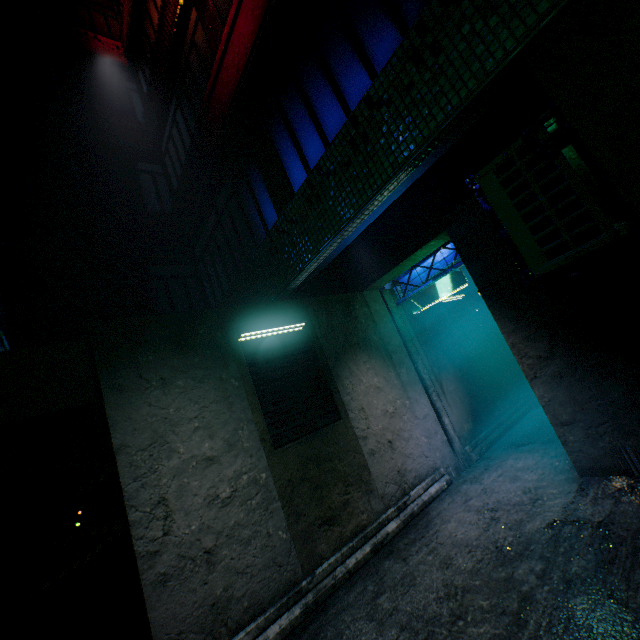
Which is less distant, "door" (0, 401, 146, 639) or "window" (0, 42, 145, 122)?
"door" (0, 401, 146, 639)

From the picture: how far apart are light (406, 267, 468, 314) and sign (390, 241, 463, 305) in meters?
0.0

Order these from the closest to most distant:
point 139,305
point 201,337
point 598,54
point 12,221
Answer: point 598,54 < point 201,337 < point 12,221 < point 139,305

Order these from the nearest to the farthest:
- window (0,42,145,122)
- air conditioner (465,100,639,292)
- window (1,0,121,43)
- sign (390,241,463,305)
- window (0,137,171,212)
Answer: air conditioner (465,100,639,292) → sign (390,241,463,305) → window (0,137,171,212) → window (0,42,145,122) → window (1,0,121,43)

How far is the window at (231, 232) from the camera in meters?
4.8 m

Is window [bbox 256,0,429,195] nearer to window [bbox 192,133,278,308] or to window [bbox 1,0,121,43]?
window [bbox 192,133,278,308]

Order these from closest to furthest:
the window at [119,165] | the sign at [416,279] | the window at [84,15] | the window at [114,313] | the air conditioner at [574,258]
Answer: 1. the air conditioner at [574,258]
2. the sign at [416,279]
3. the window at [114,313]
4. the window at [119,165]
5. the window at [84,15]

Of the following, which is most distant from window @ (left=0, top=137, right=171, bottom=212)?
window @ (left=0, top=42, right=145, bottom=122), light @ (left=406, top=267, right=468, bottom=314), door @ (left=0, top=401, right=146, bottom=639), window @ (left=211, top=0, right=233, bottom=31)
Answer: light @ (left=406, top=267, right=468, bottom=314)
